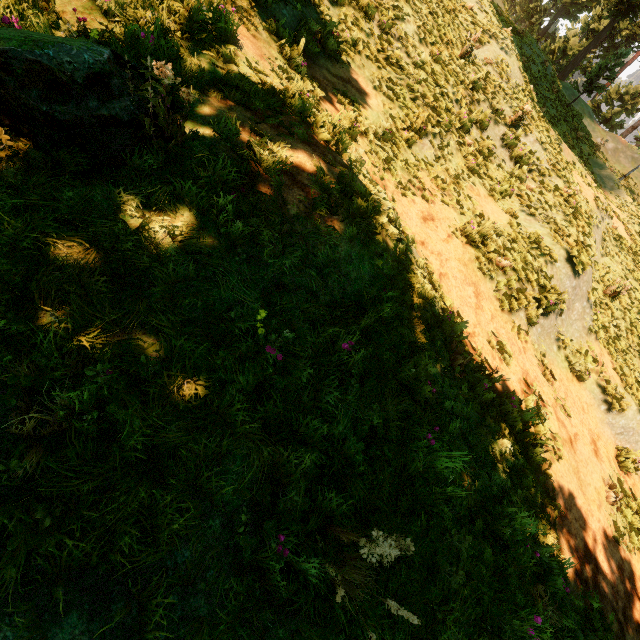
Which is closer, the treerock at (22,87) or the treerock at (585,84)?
the treerock at (22,87)

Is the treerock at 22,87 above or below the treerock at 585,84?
below

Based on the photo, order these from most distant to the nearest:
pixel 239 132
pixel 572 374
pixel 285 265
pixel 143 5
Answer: pixel 572 374 → pixel 143 5 → pixel 239 132 → pixel 285 265

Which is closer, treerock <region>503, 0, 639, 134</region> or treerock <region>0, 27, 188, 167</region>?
treerock <region>0, 27, 188, 167</region>

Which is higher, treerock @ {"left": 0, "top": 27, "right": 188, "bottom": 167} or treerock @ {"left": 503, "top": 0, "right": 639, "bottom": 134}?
treerock @ {"left": 503, "top": 0, "right": 639, "bottom": 134}
